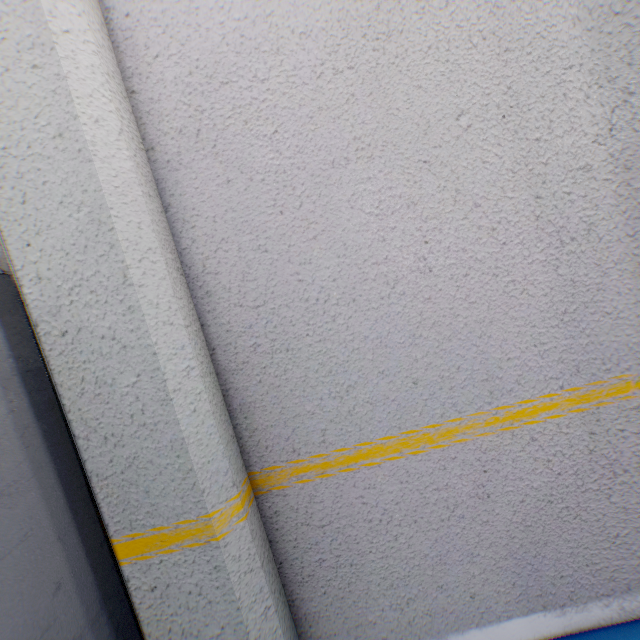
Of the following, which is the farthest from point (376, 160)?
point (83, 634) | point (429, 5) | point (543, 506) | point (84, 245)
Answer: point (83, 634)
